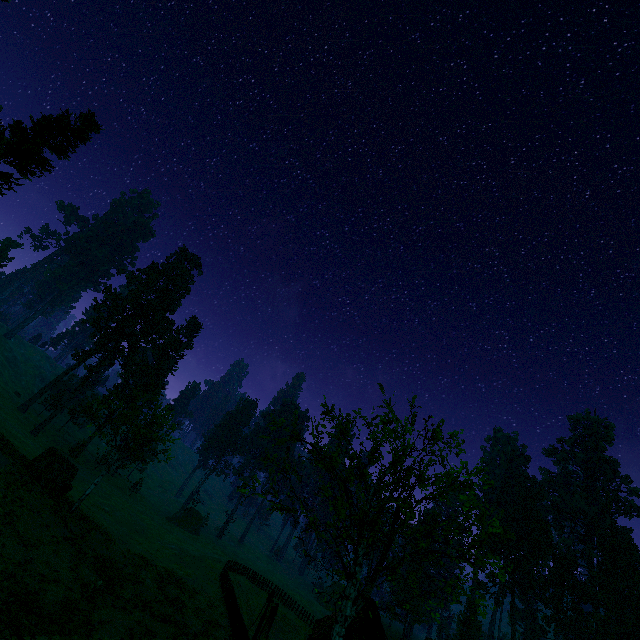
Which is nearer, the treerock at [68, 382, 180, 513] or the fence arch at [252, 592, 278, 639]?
the fence arch at [252, 592, 278, 639]

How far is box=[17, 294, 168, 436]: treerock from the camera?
48.5m

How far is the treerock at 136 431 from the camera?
26.0m

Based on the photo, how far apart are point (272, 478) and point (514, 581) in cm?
6808

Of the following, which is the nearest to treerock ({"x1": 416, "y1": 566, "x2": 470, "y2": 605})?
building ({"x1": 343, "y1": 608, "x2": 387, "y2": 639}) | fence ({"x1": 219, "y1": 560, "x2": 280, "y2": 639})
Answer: building ({"x1": 343, "y1": 608, "x2": 387, "y2": 639})

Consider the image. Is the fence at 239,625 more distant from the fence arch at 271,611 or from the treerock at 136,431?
the treerock at 136,431

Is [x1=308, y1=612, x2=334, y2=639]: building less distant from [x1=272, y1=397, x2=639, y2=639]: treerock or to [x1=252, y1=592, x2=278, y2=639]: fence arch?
[x1=272, y1=397, x2=639, y2=639]: treerock
